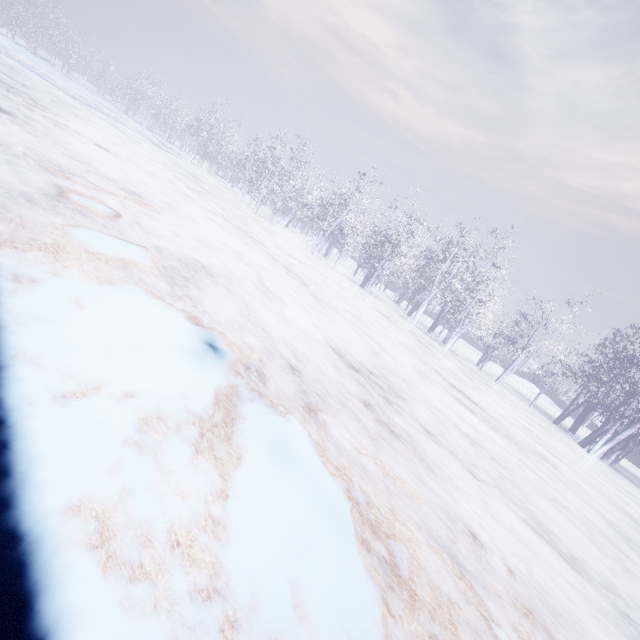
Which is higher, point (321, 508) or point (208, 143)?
point (208, 143)
